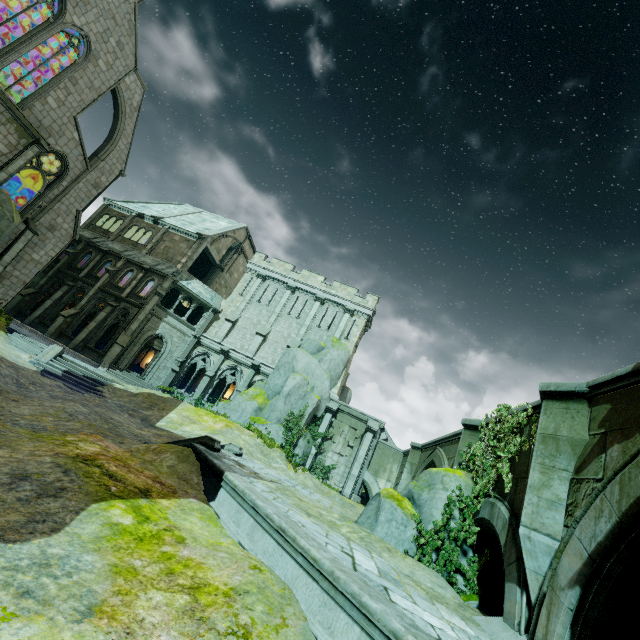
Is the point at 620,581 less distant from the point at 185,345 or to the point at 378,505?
the point at 378,505

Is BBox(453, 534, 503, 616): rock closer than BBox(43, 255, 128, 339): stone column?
Yes

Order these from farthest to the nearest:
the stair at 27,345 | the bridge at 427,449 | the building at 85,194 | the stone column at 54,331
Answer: the stone column at 54,331, the building at 85,194, the stair at 27,345, the bridge at 427,449

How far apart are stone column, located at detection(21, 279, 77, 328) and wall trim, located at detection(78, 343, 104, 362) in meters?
4.9

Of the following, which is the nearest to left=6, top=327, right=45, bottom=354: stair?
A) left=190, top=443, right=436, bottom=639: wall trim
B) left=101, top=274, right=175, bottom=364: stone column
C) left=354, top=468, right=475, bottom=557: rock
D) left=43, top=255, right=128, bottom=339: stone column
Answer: left=101, top=274, right=175, bottom=364: stone column

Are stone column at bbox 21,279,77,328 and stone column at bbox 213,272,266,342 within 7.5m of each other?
no

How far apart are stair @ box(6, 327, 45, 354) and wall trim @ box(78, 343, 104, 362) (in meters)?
7.02

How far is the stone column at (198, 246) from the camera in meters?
30.6 m
